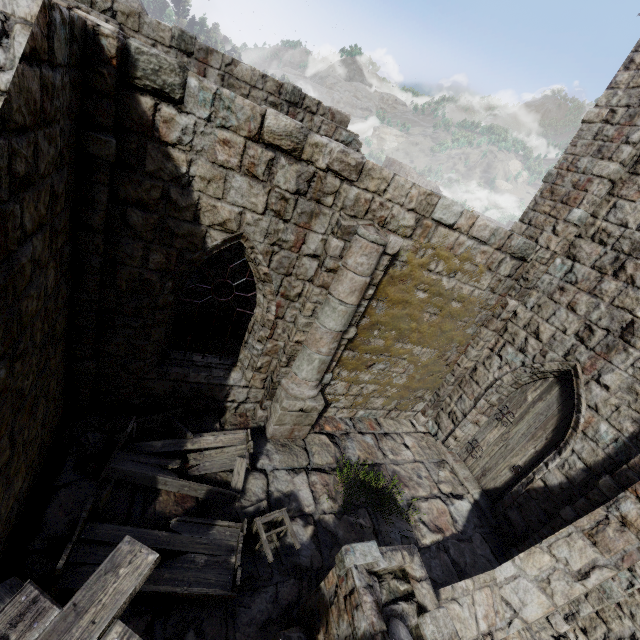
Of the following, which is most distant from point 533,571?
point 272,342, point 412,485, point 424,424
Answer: point 272,342

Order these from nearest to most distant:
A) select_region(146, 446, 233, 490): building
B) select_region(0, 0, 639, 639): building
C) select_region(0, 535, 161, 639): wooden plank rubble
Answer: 1. select_region(0, 535, 161, 639): wooden plank rubble
2. select_region(0, 0, 639, 639): building
3. select_region(146, 446, 233, 490): building

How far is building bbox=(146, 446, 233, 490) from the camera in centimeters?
589cm

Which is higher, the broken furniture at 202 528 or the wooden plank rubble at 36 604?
the wooden plank rubble at 36 604

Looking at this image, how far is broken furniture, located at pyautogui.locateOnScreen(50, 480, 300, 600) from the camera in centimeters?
411cm

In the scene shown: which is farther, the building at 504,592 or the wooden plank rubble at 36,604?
the building at 504,592

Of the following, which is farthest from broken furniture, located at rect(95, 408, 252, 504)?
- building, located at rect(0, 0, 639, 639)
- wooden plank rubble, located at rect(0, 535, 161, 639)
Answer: wooden plank rubble, located at rect(0, 535, 161, 639)

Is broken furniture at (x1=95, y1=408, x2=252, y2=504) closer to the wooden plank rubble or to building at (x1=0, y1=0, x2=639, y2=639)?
building at (x1=0, y1=0, x2=639, y2=639)
